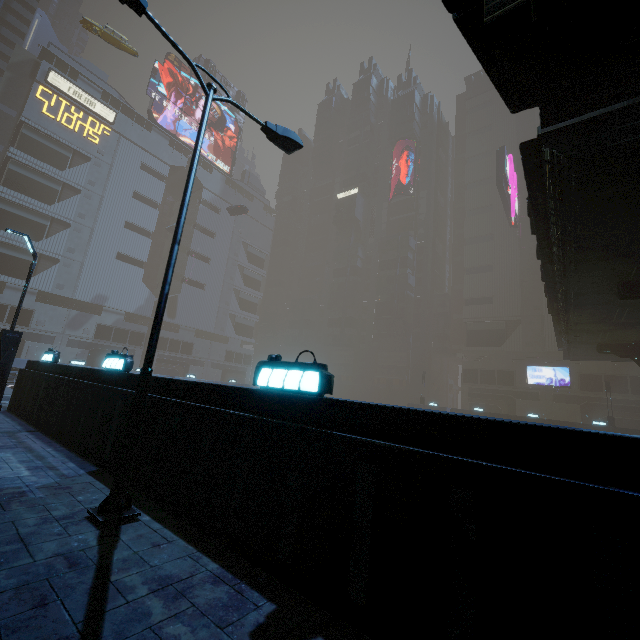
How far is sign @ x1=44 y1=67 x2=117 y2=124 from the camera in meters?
49.0

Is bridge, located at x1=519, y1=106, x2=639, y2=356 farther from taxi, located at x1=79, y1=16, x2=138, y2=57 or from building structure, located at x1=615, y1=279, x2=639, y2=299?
taxi, located at x1=79, y1=16, x2=138, y2=57

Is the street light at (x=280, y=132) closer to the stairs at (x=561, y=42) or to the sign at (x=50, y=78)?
the stairs at (x=561, y=42)

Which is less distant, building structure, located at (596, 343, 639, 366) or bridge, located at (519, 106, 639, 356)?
bridge, located at (519, 106, 639, 356)

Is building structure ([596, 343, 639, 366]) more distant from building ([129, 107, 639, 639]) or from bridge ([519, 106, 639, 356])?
building ([129, 107, 639, 639])

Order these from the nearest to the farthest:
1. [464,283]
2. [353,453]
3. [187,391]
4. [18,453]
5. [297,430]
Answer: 1. [353,453]
2. [297,430]
3. [187,391]
4. [18,453]
5. [464,283]

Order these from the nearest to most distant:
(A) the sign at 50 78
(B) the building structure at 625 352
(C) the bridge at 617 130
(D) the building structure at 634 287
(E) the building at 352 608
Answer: (E) the building at 352 608 < (C) the bridge at 617 130 < (D) the building structure at 634 287 < (B) the building structure at 625 352 < (A) the sign at 50 78

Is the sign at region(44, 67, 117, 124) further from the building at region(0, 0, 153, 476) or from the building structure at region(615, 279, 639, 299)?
the building structure at region(615, 279, 639, 299)
